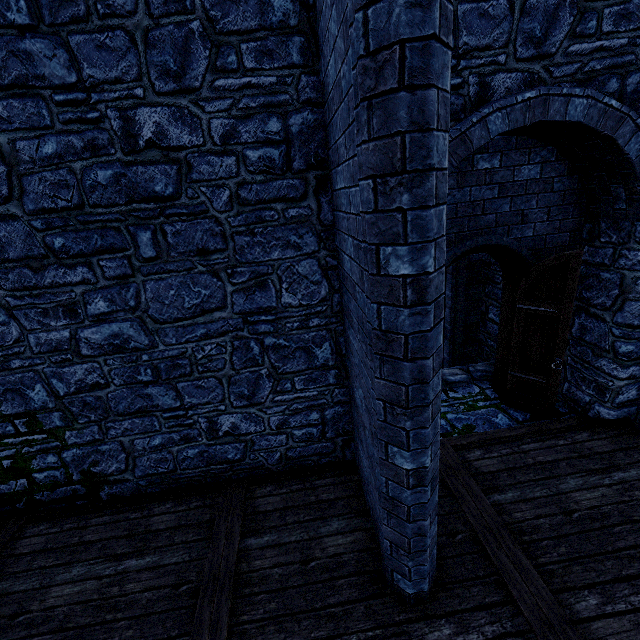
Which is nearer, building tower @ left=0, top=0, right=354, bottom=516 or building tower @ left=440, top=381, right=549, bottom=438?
building tower @ left=0, top=0, right=354, bottom=516

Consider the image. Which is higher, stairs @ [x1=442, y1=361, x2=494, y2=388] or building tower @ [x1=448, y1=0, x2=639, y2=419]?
building tower @ [x1=448, y1=0, x2=639, y2=419]

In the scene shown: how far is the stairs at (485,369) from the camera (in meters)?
6.13

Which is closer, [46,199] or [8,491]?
[46,199]

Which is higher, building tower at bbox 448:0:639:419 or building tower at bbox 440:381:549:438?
building tower at bbox 448:0:639:419

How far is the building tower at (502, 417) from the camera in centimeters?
505cm

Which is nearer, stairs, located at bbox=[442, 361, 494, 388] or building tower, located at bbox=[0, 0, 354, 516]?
building tower, located at bbox=[0, 0, 354, 516]
